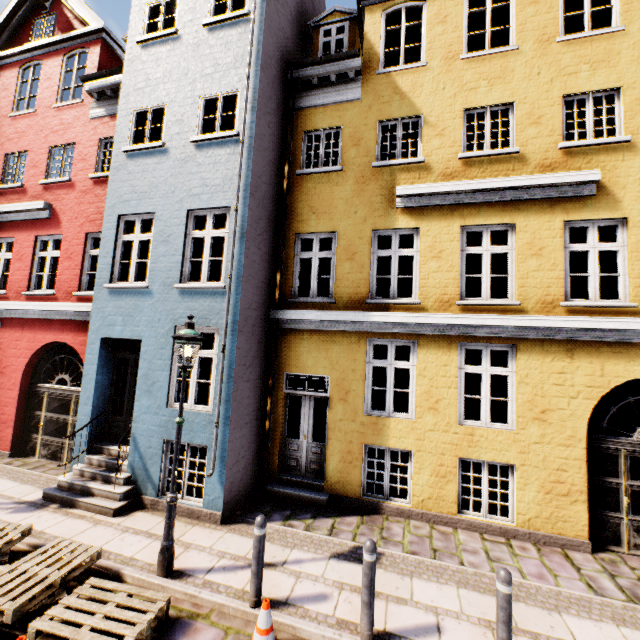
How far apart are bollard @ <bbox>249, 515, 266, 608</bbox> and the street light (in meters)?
1.34

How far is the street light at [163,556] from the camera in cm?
475

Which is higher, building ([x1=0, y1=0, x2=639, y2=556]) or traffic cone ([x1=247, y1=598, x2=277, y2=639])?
building ([x1=0, y1=0, x2=639, y2=556])

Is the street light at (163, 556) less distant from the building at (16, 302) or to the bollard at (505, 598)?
the building at (16, 302)

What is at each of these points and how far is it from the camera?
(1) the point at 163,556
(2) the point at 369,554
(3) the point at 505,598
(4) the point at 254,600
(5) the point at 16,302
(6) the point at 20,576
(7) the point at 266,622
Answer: (1) street light, 4.7 meters
(2) bollard, 3.9 meters
(3) bollard, 3.5 meters
(4) bollard, 4.2 meters
(5) building, 9.2 meters
(6) pallet, 4.3 meters
(7) traffic cone, 3.7 meters

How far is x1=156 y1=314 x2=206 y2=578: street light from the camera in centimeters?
475cm

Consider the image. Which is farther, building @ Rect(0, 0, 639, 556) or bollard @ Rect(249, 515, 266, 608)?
building @ Rect(0, 0, 639, 556)

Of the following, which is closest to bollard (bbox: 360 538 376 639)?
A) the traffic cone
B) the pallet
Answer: the traffic cone
